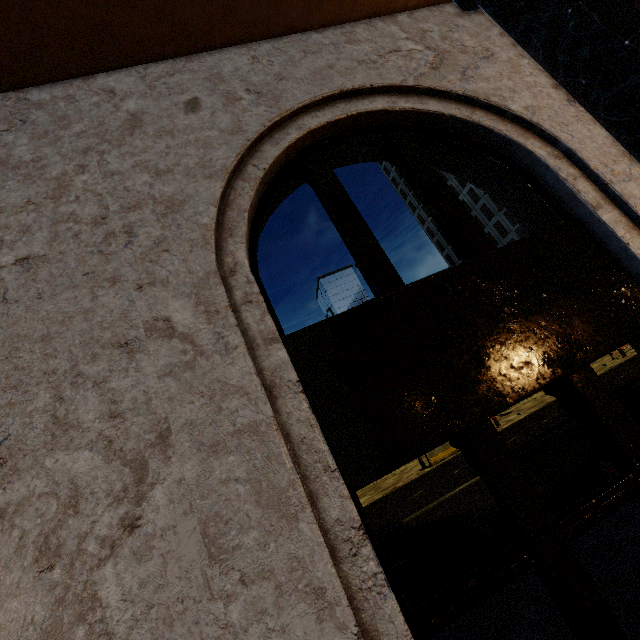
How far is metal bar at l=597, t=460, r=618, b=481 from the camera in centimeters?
651cm

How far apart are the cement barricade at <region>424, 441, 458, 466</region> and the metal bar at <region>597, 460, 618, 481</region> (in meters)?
10.44

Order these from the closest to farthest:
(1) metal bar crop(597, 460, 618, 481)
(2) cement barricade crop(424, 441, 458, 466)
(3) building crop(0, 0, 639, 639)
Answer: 1. (3) building crop(0, 0, 639, 639)
2. (1) metal bar crop(597, 460, 618, 481)
3. (2) cement barricade crop(424, 441, 458, 466)

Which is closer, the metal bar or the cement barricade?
the metal bar

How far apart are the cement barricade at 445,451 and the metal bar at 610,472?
10.4 meters

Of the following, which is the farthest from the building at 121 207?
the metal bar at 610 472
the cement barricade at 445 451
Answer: the cement barricade at 445 451

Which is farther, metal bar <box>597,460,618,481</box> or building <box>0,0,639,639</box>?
metal bar <box>597,460,618,481</box>

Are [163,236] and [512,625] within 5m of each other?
no
